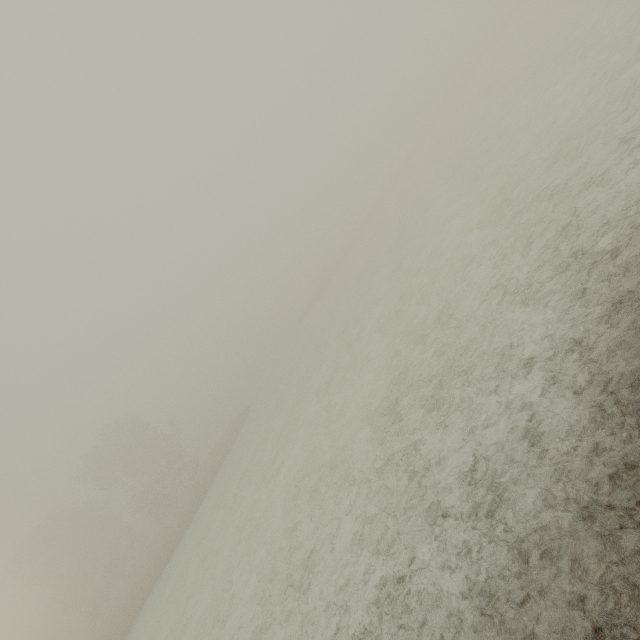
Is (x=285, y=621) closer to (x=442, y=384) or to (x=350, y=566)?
(x=350, y=566)
